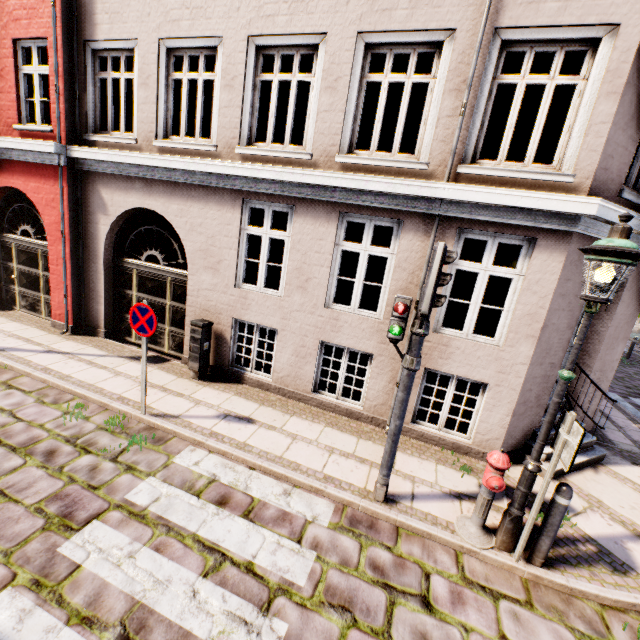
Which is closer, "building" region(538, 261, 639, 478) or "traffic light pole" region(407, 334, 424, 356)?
"traffic light pole" region(407, 334, 424, 356)

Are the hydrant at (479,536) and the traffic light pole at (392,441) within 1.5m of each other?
yes

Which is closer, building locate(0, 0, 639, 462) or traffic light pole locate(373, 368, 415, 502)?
traffic light pole locate(373, 368, 415, 502)

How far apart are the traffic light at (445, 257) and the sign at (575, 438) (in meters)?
1.70

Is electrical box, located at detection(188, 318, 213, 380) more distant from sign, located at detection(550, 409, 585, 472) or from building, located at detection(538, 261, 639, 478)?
sign, located at detection(550, 409, 585, 472)

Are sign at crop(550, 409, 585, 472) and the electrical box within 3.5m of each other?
no

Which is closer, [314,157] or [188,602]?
[188,602]

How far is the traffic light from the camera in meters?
3.3 m
